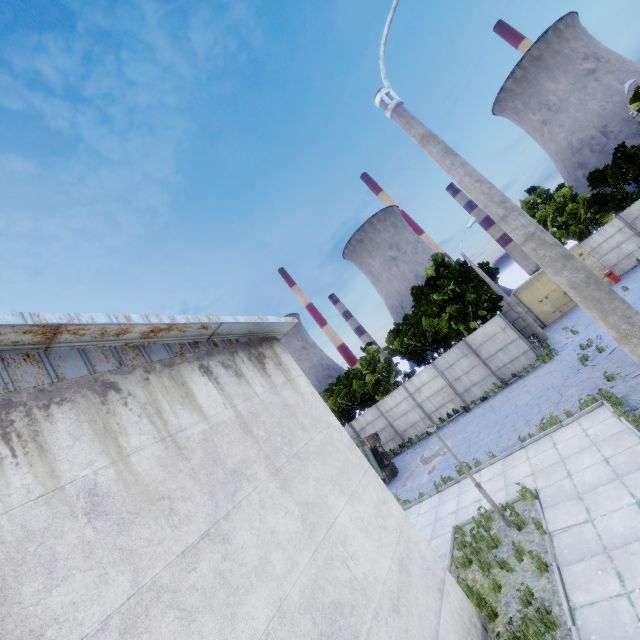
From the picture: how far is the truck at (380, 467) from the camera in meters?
19.0

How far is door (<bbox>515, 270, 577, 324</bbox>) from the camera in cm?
2628

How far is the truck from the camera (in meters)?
19.05

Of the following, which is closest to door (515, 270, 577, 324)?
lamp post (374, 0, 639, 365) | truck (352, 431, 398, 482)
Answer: truck (352, 431, 398, 482)

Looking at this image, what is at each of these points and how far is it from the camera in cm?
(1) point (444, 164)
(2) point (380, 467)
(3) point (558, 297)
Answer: (1) lamp post, 476
(2) truck, 1923
(3) door, 2641

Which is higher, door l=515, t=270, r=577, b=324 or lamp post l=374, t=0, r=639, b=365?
lamp post l=374, t=0, r=639, b=365

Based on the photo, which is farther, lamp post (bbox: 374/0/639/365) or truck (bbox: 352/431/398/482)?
truck (bbox: 352/431/398/482)

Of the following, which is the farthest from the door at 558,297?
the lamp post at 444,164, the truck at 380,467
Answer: the lamp post at 444,164
